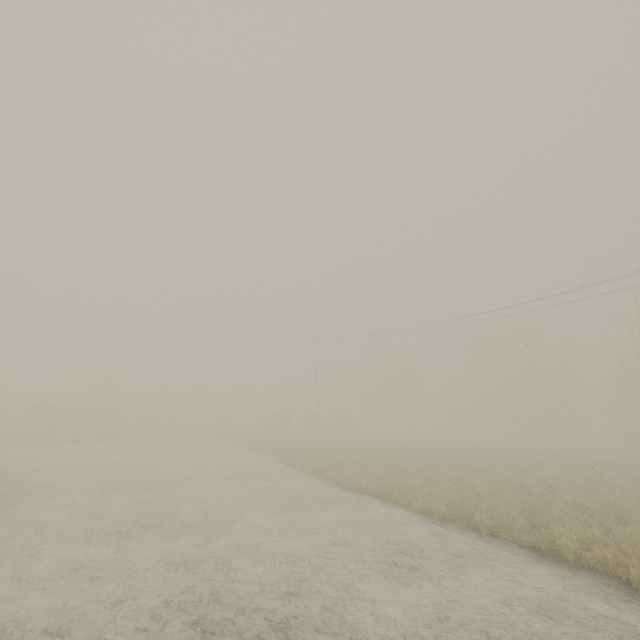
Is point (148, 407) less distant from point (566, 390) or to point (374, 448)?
point (374, 448)
